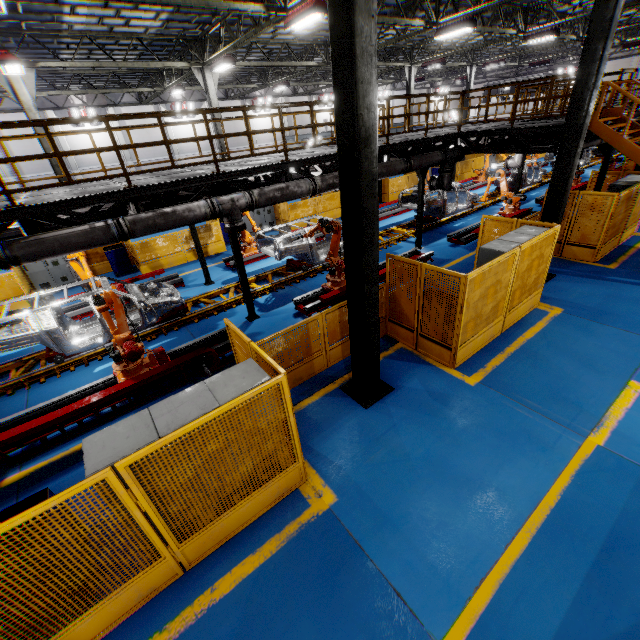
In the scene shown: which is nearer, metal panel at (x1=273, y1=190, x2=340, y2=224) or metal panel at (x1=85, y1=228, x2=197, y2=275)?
metal panel at (x1=85, y1=228, x2=197, y2=275)

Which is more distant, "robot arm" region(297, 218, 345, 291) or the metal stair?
"robot arm" region(297, 218, 345, 291)

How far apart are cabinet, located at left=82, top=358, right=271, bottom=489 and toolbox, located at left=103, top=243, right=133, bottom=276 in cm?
1301

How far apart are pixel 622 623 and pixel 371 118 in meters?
6.5

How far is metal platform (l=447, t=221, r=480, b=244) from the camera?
13.4 meters

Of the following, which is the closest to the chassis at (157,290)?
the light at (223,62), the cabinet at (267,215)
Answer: the cabinet at (267,215)

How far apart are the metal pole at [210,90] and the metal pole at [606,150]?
16.5 meters

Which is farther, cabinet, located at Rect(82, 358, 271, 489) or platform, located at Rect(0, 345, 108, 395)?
platform, located at Rect(0, 345, 108, 395)
